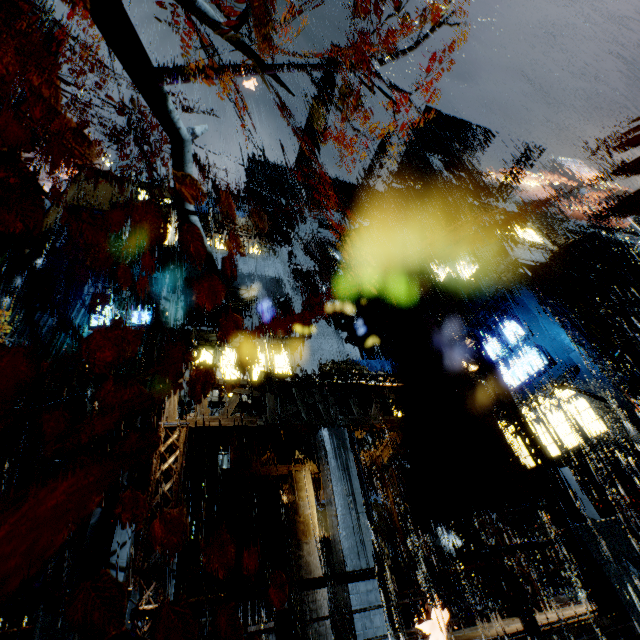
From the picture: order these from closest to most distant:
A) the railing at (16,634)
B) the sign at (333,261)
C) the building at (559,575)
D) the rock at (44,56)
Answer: the railing at (16,634), the building at (559,575), the sign at (333,261), the rock at (44,56)

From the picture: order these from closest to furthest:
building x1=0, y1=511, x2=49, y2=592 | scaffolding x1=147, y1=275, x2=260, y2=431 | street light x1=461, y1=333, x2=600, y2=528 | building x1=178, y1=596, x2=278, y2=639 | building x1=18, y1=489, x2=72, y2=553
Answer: street light x1=461, y1=333, x2=600, y2=528 < building x1=178, y1=596, x2=278, y2=639 < building x1=0, y1=511, x2=49, y2=592 < scaffolding x1=147, y1=275, x2=260, y2=431 < building x1=18, y1=489, x2=72, y2=553

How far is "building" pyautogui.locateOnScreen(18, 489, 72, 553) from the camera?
13.41m

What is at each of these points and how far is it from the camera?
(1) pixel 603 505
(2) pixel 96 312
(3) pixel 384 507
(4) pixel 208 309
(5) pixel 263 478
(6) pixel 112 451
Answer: (1) pipe, 15.78m
(2) sign, 18.19m
(3) cloth, 16.48m
(4) scaffolding, 16.98m
(5) building, 14.78m
(6) building, 16.58m

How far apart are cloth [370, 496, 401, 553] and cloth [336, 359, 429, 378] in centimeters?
676cm

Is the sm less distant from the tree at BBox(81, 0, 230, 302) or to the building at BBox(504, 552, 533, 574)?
the building at BBox(504, 552, 533, 574)

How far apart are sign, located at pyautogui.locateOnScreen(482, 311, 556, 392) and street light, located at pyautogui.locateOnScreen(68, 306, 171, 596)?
20.94m

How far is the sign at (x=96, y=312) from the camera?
17.7 meters
